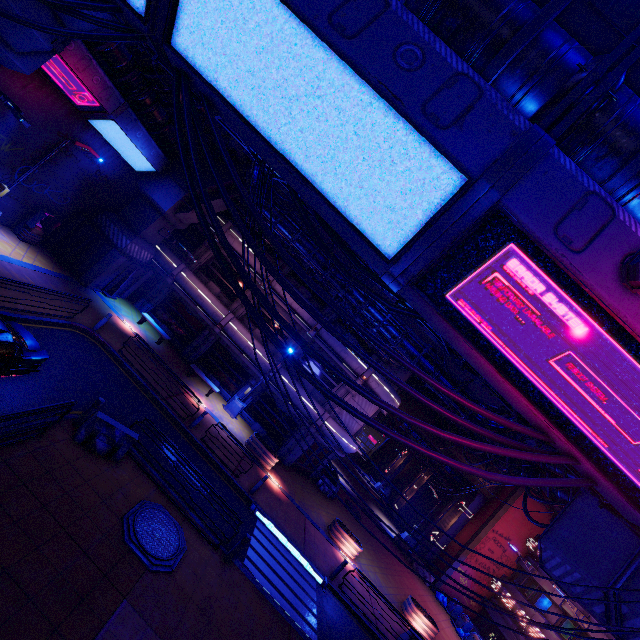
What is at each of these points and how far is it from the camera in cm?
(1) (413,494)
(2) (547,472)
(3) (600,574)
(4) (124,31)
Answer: (1) tunnel, 3916
(2) walkway, 1667
(3) walkway, 1020
(4) cable, 520

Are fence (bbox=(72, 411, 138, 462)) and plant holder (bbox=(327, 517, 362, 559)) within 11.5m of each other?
no

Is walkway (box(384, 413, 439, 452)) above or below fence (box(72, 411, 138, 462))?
above

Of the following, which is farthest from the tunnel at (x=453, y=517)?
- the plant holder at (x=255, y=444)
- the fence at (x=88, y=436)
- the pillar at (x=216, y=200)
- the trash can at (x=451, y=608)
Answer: the fence at (x=88, y=436)

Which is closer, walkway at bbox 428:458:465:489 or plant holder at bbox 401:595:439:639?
plant holder at bbox 401:595:439:639

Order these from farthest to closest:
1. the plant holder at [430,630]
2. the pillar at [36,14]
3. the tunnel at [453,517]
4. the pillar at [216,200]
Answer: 1. the tunnel at [453,517]
2. the pillar at [216,200]
3. the plant holder at [430,630]
4. the pillar at [36,14]

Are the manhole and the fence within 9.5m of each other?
yes

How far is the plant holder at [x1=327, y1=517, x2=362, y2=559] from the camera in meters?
19.0
